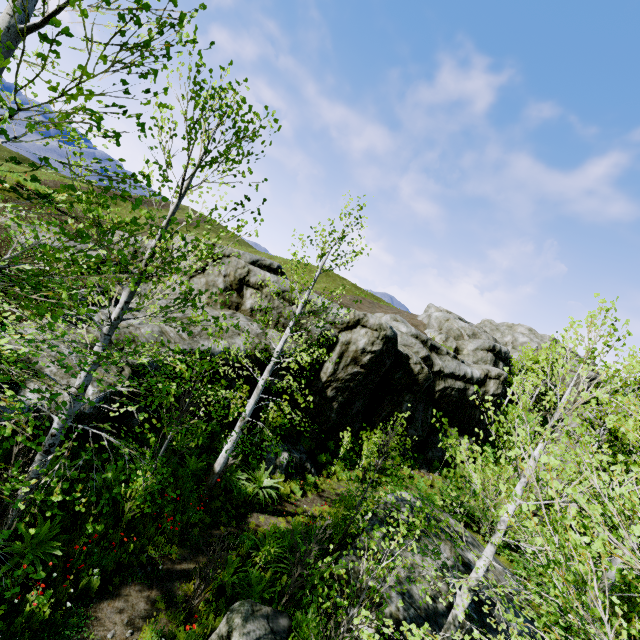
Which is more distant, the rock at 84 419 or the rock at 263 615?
the rock at 84 419

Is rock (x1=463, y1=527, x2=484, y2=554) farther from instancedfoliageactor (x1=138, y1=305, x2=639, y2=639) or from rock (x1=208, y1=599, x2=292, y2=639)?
rock (x1=208, y1=599, x2=292, y2=639)

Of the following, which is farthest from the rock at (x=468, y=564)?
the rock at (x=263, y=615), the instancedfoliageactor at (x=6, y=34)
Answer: the rock at (x=263, y=615)

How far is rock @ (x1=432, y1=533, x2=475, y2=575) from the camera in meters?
9.4 m

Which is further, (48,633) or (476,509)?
(476,509)

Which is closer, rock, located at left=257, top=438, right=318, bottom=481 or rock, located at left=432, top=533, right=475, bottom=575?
rock, located at left=432, top=533, right=475, bottom=575

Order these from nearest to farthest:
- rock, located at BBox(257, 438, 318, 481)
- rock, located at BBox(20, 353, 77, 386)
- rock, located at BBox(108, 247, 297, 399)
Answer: rock, located at BBox(20, 353, 77, 386) → rock, located at BBox(108, 247, 297, 399) → rock, located at BBox(257, 438, 318, 481)
